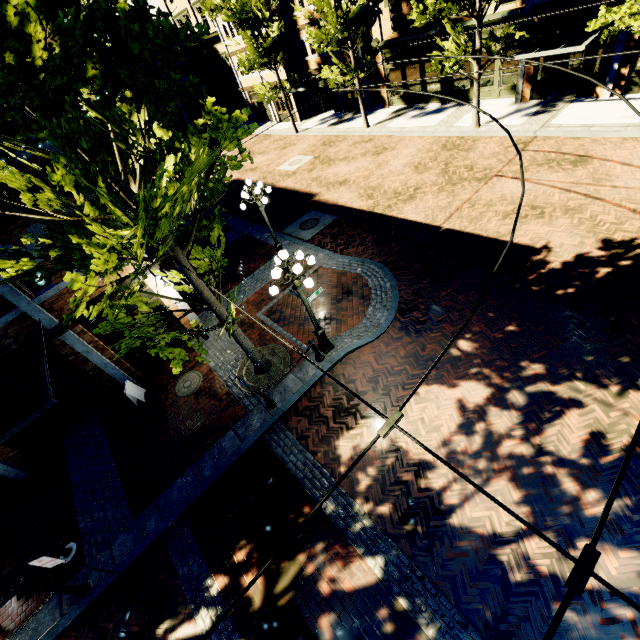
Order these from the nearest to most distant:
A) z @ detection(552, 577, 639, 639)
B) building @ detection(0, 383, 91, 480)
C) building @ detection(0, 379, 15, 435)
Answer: z @ detection(552, 577, 639, 639)
building @ detection(0, 379, 15, 435)
building @ detection(0, 383, 91, 480)

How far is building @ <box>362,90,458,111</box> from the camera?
21.8m

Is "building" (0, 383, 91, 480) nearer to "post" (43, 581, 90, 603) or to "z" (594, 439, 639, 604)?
"z" (594, 439, 639, 604)

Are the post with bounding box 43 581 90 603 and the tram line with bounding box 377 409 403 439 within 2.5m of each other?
no

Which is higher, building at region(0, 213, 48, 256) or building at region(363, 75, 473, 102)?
building at region(0, 213, 48, 256)

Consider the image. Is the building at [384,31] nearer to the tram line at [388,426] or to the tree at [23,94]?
the tree at [23,94]

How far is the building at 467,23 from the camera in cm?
1747

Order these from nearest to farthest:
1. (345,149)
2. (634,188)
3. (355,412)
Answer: (355,412), (634,188), (345,149)
